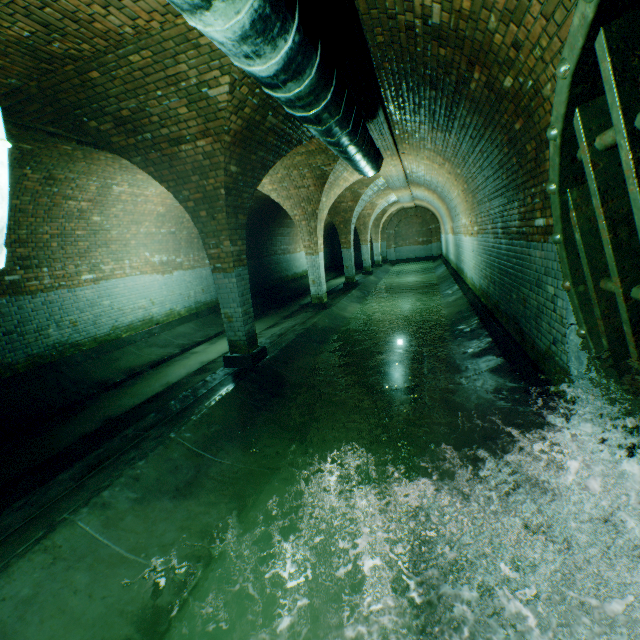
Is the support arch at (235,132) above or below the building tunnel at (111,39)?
below

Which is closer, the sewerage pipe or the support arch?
the sewerage pipe

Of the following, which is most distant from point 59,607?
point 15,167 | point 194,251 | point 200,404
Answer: point 194,251

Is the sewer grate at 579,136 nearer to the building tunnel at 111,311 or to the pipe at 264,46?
the building tunnel at 111,311

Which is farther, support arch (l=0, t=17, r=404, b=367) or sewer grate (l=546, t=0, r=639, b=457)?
support arch (l=0, t=17, r=404, b=367)

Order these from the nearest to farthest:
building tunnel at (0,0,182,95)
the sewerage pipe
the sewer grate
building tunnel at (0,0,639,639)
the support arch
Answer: the sewer grate < the sewerage pipe < building tunnel at (0,0,639,639) < building tunnel at (0,0,182,95) < the support arch

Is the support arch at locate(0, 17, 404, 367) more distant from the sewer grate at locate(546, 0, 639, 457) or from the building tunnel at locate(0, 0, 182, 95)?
the sewer grate at locate(546, 0, 639, 457)

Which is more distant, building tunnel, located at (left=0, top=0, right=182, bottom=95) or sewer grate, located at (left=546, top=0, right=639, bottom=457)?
building tunnel, located at (left=0, top=0, right=182, bottom=95)
